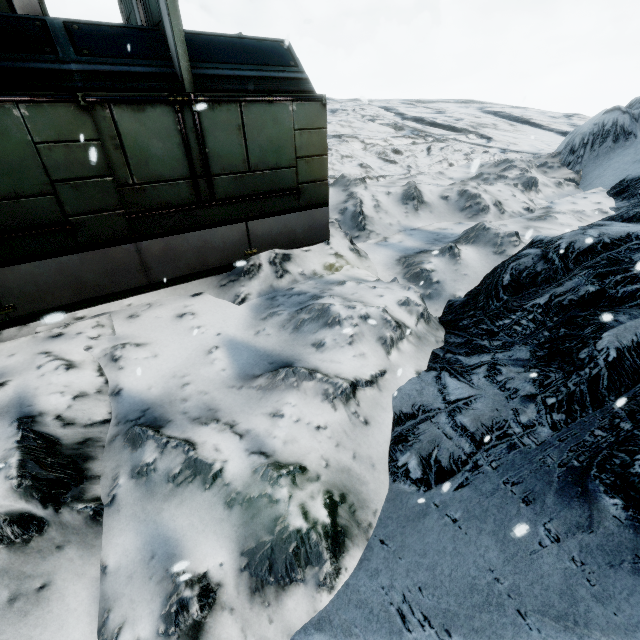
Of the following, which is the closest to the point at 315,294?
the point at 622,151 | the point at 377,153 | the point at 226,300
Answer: the point at 226,300
